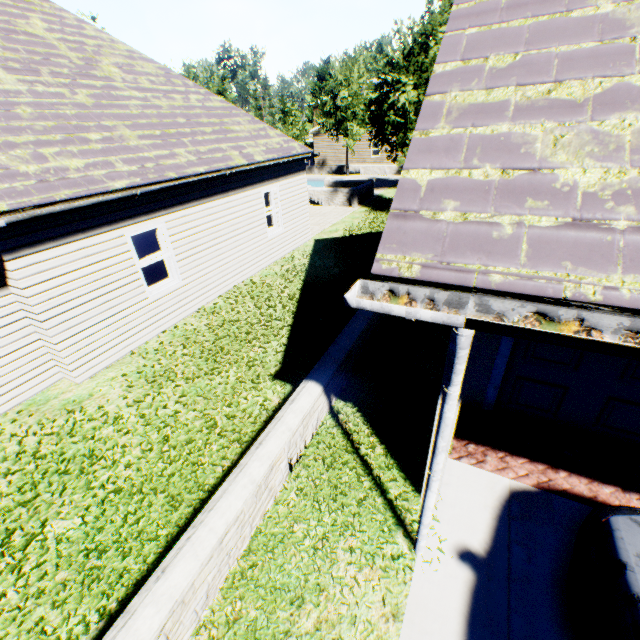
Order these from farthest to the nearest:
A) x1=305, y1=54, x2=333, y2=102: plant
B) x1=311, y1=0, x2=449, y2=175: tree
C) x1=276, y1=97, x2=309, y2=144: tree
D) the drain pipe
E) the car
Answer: x1=305, y1=54, x2=333, y2=102: plant < x1=276, y1=97, x2=309, y2=144: tree < x1=311, y1=0, x2=449, y2=175: tree < the car < the drain pipe

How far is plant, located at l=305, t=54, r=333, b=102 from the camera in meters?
53.2 m

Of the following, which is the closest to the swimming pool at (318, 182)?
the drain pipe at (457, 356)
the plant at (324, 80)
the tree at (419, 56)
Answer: the tree at (419, 56)

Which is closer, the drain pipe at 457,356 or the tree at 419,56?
the drain pipe at 457,356

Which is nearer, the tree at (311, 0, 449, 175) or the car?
the car

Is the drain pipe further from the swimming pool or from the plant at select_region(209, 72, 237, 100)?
the plant at select_region(209, 72, 237, 100)

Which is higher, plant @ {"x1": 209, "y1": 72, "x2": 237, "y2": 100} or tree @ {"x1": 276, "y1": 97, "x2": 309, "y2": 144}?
plant @ {"x1": 209, "y1": 72, "x2": 237, "y2": 100}

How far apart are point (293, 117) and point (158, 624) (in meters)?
35.03
